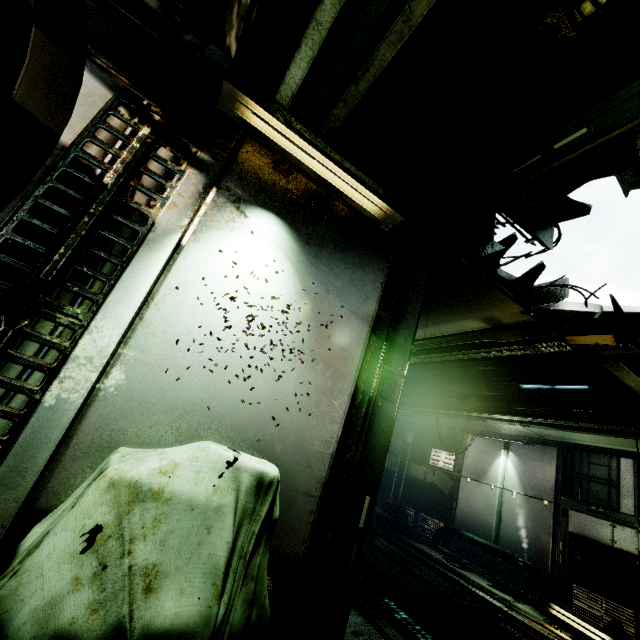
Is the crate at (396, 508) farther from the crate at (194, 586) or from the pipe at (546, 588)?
the crate at (194, 586)

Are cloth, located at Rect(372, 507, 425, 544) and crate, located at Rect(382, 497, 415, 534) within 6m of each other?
yes

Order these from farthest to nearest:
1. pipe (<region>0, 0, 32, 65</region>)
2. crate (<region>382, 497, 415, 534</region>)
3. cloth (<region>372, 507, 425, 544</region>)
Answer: crate (<region>382, 497, 415, 534</region>) → cloth (<region>372, 507, 425, 544</region>) → pipe (<region>0, 0, 32, 65</region>)

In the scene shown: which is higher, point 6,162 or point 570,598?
point 6,162

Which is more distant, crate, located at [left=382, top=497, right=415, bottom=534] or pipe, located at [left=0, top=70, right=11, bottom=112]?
crate, located at [left=382, top=497, right=415, bottom=534]

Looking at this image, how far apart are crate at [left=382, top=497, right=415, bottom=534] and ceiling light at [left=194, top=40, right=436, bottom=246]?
13.2 meters

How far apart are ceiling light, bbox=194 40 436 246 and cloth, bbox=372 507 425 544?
12.08m

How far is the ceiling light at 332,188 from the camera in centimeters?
210cm
